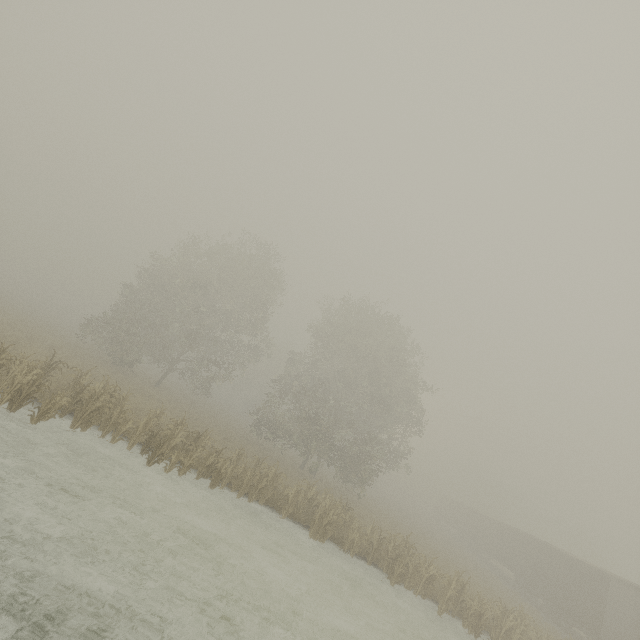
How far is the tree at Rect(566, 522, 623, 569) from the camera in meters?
41.6

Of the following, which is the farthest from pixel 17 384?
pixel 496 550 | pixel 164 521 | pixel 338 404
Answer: pixel 496 550

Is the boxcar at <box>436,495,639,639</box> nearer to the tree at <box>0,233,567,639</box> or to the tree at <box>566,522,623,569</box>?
the tree at <box>566,522,623,569</box>

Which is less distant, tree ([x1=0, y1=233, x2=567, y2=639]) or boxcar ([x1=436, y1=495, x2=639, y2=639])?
tree ([x1=0, y1=233, x2=567, y2=639])

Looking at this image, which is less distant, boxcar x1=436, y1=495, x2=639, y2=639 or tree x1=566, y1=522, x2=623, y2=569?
boxcar x1=436, y1=495, x2=639, y2=639

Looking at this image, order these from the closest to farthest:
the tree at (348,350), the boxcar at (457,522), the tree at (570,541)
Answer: the tree at (348,350)
the boxcar at (457,522)
the tree at (570,541)

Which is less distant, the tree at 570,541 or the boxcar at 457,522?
the boxcar at 457,522
